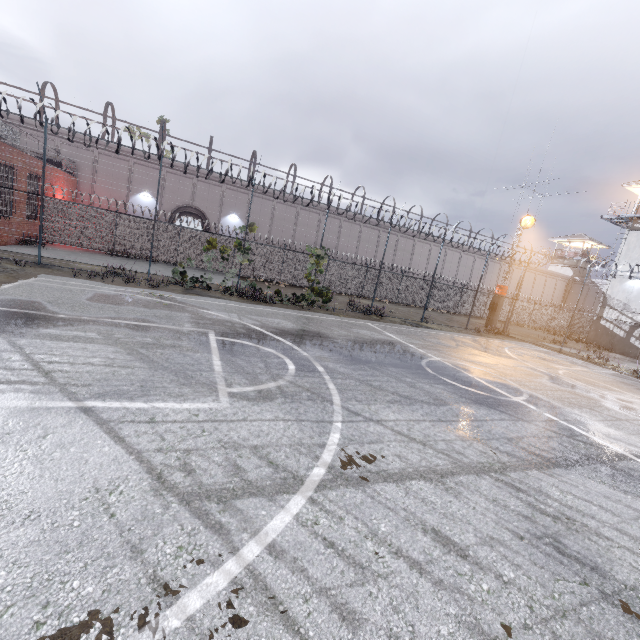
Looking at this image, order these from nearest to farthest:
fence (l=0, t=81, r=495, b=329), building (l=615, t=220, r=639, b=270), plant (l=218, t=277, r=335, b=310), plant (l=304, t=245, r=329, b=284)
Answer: fence (l=0, t=81, r=495, b=329) → plant (l=218, t=277, r=335, b=310) → plant (l=304, t=245, r=329, b=284) → building (l=615, t=220, r=639, b=270)

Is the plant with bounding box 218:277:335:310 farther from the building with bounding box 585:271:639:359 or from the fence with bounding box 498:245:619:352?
the building with bounding box 585:271:639:359

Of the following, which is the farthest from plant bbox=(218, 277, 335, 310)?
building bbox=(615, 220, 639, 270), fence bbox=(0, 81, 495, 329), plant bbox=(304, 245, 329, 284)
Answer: building bbox=(615, 220, 639, 270)

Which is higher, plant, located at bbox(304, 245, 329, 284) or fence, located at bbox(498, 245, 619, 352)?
plant, located at bbox(304, 245, 329, 284)

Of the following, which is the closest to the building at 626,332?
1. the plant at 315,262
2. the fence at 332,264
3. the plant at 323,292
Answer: the fence at 332,264

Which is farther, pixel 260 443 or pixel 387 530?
pixel 260 443

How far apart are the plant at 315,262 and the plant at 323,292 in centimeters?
142cm

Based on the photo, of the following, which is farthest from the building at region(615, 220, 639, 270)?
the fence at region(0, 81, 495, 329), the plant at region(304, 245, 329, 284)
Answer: the plant at region(304, 245, 329, 284)
